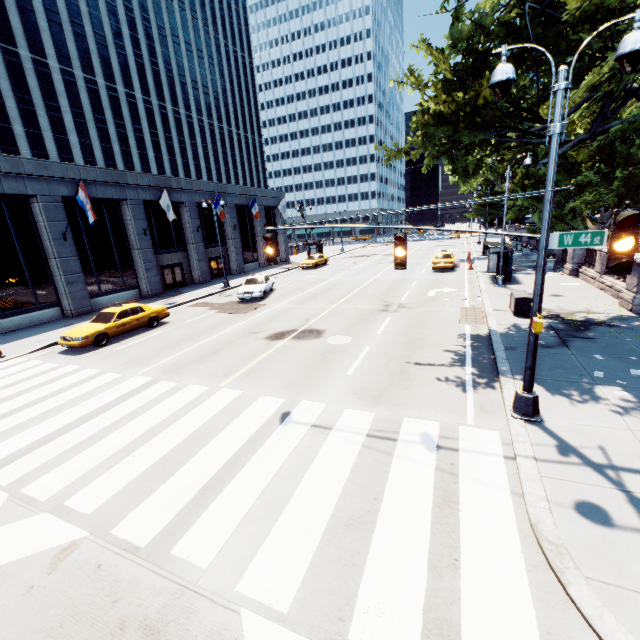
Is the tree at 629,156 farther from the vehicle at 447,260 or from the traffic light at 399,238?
the vehicle at 447,260

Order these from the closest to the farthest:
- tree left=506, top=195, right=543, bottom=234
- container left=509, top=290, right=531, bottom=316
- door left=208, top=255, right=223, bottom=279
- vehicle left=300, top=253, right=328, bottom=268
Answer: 1. container left=509, top=290, right=531, bottom=316
2. tree left=506, top=195, right=543, bottom=234
3. door left=208, top=255, right=223, bottom=279
4. vehicle left=300, top=253, right=328, bottom=268

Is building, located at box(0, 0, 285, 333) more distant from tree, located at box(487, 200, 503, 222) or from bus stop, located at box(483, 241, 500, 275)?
bus stop, located at box(483, 241, 500, 275)

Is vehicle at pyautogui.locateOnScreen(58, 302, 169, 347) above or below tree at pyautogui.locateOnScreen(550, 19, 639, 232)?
below

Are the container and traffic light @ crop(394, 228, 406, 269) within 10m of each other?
yes

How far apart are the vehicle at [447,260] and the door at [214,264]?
22.08m

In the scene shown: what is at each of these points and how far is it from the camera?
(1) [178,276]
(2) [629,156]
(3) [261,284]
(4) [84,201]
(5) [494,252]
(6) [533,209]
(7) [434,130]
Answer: (1) door, 30.6m
(2) tree, 19.5m
(3) vehicle, 23.6m
(4) flag, 19.3m
(5) bus stop, 23.7m
(6) tree, 36.2m
(7) tree, 11.5m

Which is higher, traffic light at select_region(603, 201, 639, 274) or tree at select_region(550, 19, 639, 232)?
tree at select_region(550, 19, 639, 232)
